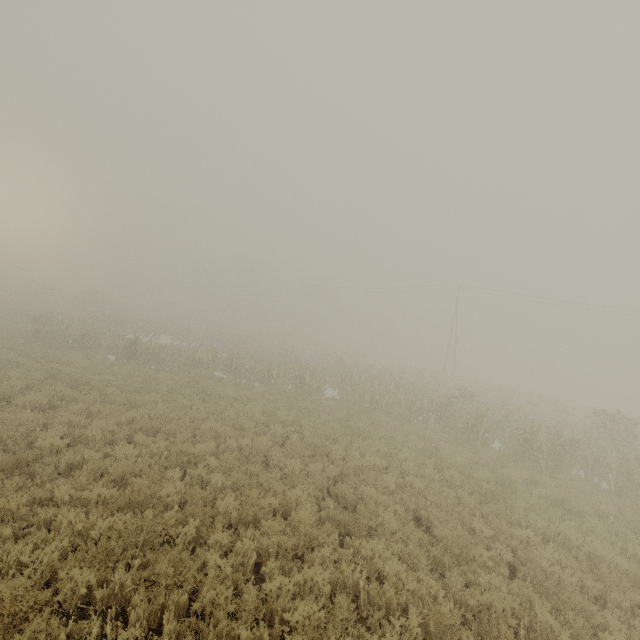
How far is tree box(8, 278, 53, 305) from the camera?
45.1 meters

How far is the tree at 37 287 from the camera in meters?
45.1 m

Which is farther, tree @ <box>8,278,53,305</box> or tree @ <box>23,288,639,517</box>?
tree @ <box>8,278,53,305</box>

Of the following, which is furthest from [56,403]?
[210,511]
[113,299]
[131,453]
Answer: [113,299]

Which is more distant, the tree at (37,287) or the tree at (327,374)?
the tree at (37,287)

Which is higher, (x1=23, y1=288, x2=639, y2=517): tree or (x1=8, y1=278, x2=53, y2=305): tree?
(x1=8, y1=278, x2=53, y2=305): tree
